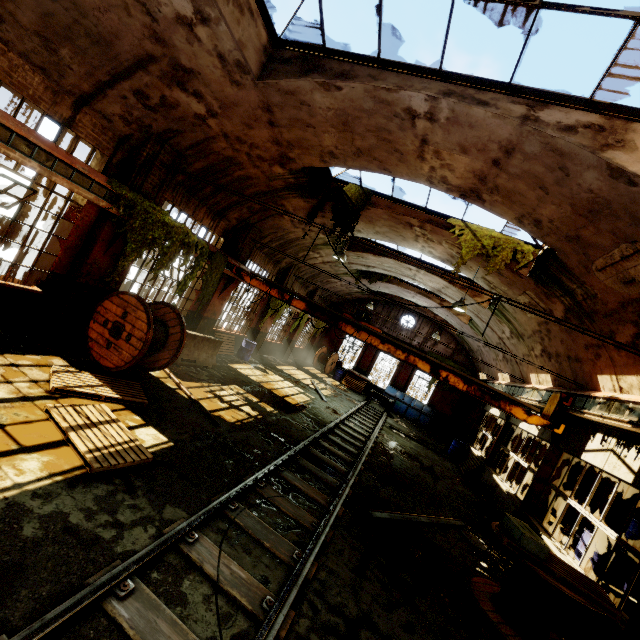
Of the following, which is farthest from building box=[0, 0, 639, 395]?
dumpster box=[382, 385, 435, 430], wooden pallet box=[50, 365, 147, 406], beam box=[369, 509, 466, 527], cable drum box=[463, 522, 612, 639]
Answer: beam box=[369, 509, 466, 527]

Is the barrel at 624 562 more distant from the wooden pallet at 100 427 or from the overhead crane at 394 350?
the wooden pallet at 100 427

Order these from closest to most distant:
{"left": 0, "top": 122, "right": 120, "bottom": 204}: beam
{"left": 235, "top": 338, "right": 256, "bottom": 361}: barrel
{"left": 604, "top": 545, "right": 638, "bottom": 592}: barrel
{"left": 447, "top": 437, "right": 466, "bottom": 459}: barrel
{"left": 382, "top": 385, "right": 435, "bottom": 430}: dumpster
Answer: {"left": 0, "top": 122, "right": 120, "bottom": 204}: beam
{"left": 604, "top": 545, "right": 638, "bottom": 592}: barrel
{"left": 235, "top": 338, "right": 256, "bottom": 361}: barrel
{"left": 447, "top": 437, "right": 466, "bottom": 459}: barrel
{"left": 382, "top": 385, "right": 435, "bottom": 430}: dumpster

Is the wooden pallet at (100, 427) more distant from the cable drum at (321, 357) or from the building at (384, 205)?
the cable drum at (321, 357)

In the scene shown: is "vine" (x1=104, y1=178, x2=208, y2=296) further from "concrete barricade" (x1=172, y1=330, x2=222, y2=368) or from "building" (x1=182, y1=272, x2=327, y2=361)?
"concrete barricade" (x1=172, y1=330, x2=222, y2=368)

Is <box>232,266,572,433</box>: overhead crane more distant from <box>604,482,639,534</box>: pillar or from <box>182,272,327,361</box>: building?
<box>604,482,639,534</box>: pillar

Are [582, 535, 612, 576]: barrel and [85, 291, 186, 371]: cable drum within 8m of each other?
no

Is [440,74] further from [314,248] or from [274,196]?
[314,248]
